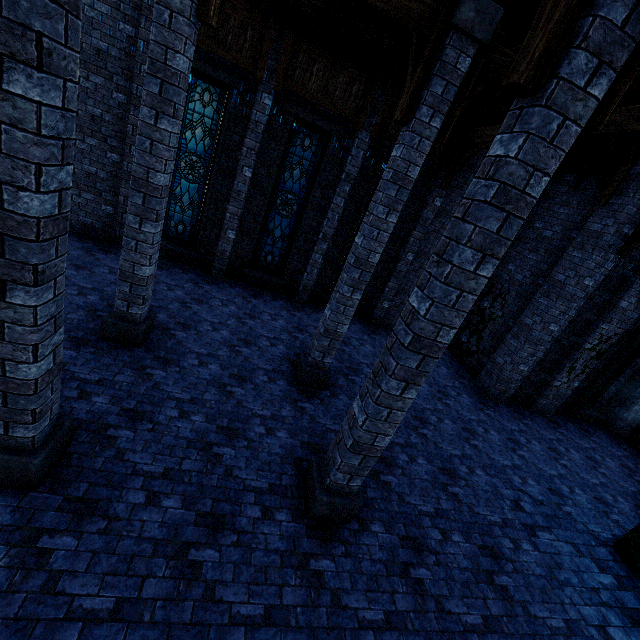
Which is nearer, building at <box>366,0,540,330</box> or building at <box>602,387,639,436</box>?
building at <box>366,0,540,330</box>

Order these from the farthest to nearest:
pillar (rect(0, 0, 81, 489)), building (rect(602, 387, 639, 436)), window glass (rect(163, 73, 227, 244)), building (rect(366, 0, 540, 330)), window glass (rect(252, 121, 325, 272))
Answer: building (rect(602, 387, 639, 436)) < window glass (rect(252, 121, 325, 272)) < window glass (rect(163, 73, 227, 244)) < building (rect(366, 0, 540, 330)) < pillar (rect(0, 0, 81, 489))

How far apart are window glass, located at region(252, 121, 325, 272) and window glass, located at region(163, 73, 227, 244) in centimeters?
185cm

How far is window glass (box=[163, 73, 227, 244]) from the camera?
9.0m

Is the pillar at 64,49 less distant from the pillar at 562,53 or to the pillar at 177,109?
the pillar at 562,53

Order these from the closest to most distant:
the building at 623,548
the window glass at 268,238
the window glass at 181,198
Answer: the building at 623,548 < the window glass at 181,198 < the window glass at 268,238

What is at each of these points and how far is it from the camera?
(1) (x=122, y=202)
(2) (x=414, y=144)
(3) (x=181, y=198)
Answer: (1) building, 9.5m
(2) pillar, 5.4m
(3) window glass, 10.1m

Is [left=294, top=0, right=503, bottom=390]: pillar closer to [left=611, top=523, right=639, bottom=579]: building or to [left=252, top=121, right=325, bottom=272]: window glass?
[left=611, top=523, right=639, bottom=579]: building
